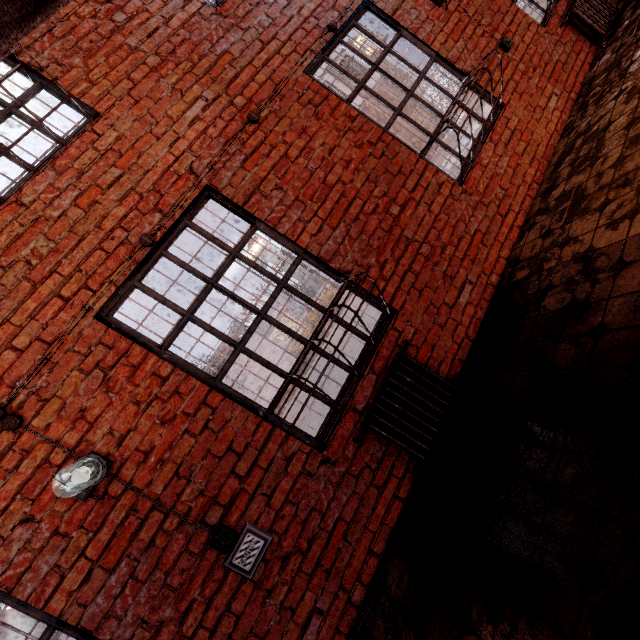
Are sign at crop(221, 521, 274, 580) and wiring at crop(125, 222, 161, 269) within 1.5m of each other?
no

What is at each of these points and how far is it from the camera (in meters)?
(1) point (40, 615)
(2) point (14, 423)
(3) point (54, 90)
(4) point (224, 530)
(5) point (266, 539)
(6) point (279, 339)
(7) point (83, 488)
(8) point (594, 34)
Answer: (1) metal bar, 1.97
(2) wiring, 2.06
(3) metal bar, 2.61
(4) wiring, 2.21
(5) sign, 2.30
(6) fence, 31.42
(7) light fixture, 2.06
(8) radiator, 4.37

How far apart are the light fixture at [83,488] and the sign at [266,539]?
0.91m

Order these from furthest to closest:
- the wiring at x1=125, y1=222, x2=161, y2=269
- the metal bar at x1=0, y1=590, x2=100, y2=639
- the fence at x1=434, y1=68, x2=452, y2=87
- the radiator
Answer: the fence at x1=434, y1=68, x2=452, y2=87
the radiator
the wiring at x1=125, y1=222, x2=161, y2=269
the metal bar at x1=0, y1=590, x2=100, y2=639

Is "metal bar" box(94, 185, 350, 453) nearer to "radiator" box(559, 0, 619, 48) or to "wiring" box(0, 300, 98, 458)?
"wiring" box(0, 300, 98, 458)

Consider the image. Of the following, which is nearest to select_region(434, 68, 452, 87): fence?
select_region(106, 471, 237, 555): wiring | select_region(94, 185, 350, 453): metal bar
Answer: select_region(94, 185, 350, 453): metal bar

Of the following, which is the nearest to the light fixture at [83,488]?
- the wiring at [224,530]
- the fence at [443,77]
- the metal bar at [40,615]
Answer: the wiring at [224,530]

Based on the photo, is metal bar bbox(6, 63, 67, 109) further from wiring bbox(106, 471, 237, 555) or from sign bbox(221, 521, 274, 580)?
sign bbox(221, 521, 274, 580)
